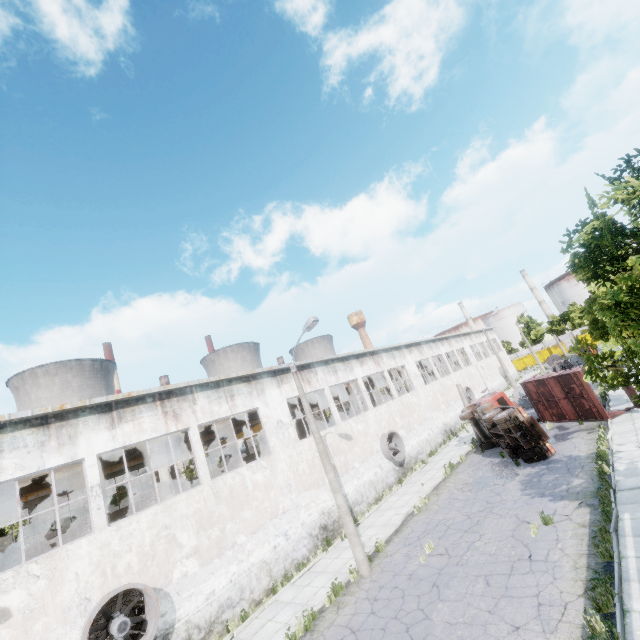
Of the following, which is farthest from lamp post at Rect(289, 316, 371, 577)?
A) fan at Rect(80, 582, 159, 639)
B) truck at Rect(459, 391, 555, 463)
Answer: truck at Rect(459, 391, 555, 463)

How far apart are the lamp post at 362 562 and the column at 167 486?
7.6 meters

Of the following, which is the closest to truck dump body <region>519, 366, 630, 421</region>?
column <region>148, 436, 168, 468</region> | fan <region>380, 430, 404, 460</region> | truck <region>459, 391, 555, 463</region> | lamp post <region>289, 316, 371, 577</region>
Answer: truck <region>459, 391, 555, 463</region>

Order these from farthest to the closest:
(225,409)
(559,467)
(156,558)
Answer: (225,409), (559,467), (156,558)

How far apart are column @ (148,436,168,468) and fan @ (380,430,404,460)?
13.3 meters

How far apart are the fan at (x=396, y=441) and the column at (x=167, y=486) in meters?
13.3

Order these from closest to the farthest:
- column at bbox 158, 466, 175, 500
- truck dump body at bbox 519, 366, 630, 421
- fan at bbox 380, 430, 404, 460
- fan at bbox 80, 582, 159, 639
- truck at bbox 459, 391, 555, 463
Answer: fan at bbox 80, 582, 159, 639
column at bbox 158, 466, 175, 500
truck at bbox 459, 391, 555, 463
truck dump body at bbox 519, 366, 630, 421
fan at bbox 380, 430, 404, 460
